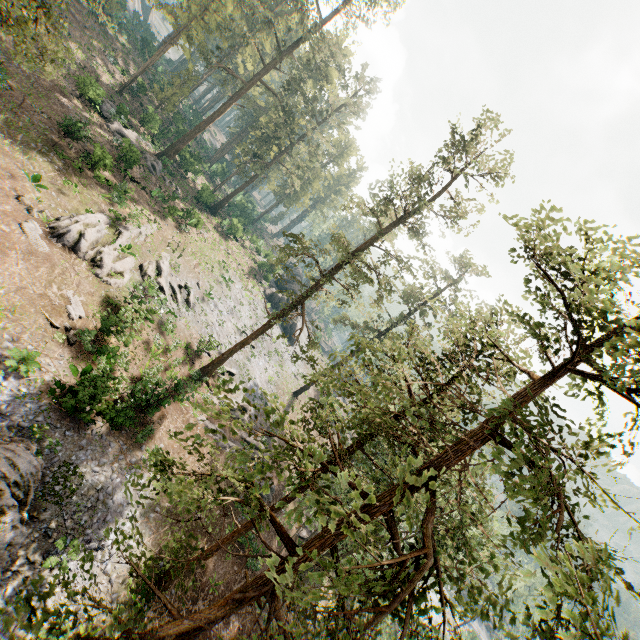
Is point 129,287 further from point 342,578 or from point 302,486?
point 342,578

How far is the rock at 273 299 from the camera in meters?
52.0

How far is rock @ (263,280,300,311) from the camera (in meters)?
52.01

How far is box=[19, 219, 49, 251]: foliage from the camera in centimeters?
1856cm

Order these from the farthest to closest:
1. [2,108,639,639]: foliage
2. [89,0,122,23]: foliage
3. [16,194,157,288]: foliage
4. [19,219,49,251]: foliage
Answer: [16,194,157,288]: foliage
[19,219,49,251]: foliage
[89,0,122,23]: foliage
[2,108,639,639]: foliage

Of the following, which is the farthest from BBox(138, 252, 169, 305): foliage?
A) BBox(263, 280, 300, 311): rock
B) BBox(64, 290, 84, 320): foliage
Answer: BBox(64, 290, 84, 320): foliage

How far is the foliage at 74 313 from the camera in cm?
1895
